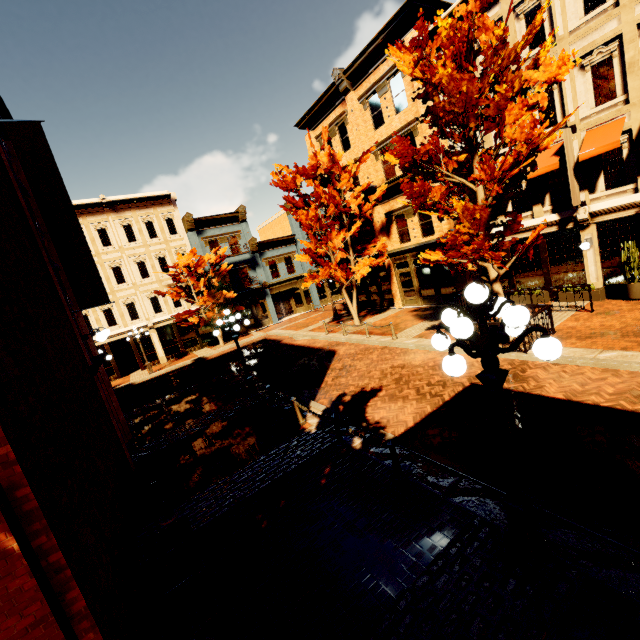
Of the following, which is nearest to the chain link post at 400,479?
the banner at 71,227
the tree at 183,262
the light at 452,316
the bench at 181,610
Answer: the light at 452,316

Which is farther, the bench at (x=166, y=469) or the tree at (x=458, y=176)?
the tree at (x=458, y=176)

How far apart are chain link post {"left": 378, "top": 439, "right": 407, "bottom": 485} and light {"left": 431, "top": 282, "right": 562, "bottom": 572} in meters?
2.0 m

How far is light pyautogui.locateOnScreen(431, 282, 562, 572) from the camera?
3.29m

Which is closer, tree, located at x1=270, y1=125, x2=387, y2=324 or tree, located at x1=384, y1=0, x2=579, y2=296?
tree, located at x1=384, y1=0, x2=579, y2=296

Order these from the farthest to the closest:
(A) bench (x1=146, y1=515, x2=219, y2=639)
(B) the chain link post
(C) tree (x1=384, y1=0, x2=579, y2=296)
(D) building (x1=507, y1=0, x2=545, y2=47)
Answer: (D) building (x1=507, y1=0, x2=545, y2=47)
(C) tree (x1=384, y1=0, x2=579, y2=296)
(B) the chain link post
(A) bench (x1=146, y1=515, x2=219, y2=639)

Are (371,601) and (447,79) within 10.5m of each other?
no

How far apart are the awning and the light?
12.2 meters
